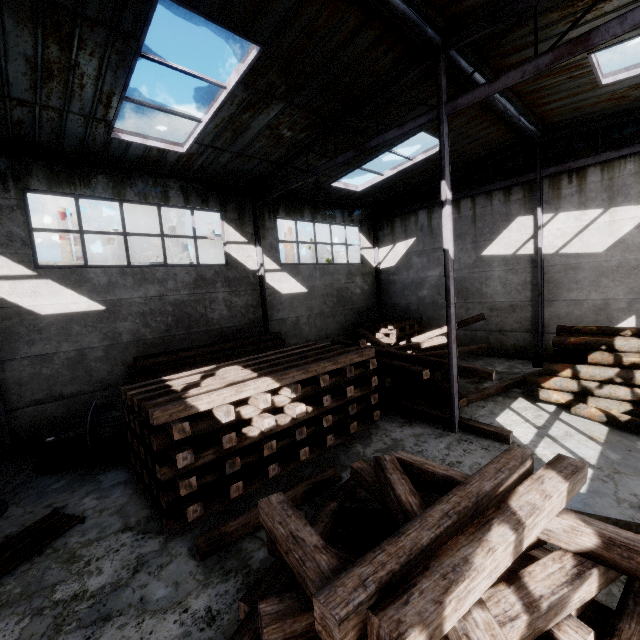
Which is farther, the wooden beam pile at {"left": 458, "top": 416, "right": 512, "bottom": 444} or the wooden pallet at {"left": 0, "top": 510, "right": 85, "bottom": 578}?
the wooden beam pile at {"left": 458, "top": 416, "right": 512, "bottom": 444}

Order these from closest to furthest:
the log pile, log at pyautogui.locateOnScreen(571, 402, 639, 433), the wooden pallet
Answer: the wooden pallet < log at pyautogui.locateOnScreen(571, 402, 639, 433) < the log pile

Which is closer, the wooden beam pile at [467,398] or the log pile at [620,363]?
the log pile at [620,363]

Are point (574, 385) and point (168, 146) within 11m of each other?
no

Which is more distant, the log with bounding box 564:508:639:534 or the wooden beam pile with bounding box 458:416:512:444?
the wooden beam pile with bounding box 458:416:512:444

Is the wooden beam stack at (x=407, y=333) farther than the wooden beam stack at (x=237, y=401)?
Yes

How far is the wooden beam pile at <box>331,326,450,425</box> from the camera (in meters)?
8.59

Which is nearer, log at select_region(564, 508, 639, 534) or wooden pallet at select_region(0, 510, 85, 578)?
log at select_region(564, 508, 639, 534)
